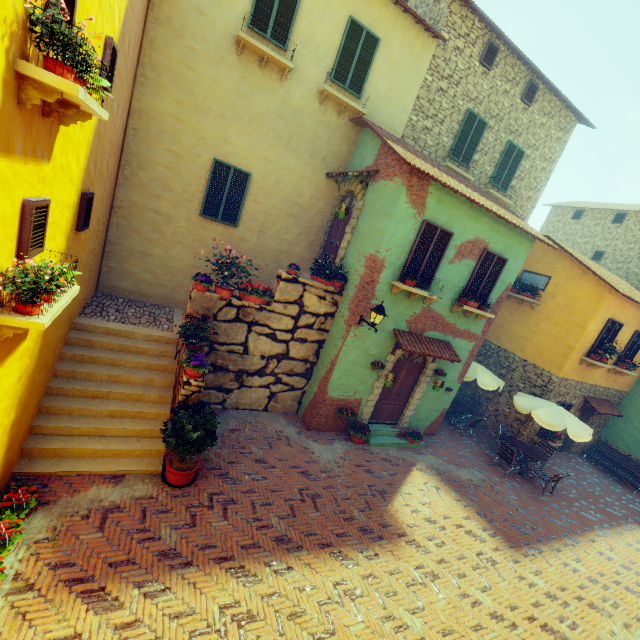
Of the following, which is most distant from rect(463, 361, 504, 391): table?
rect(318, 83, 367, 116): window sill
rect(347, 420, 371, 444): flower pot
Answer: rect(318, 83, 367, 116): window sill

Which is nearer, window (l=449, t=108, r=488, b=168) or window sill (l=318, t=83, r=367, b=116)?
window sill (l=318, t=83, r=367, b=116)

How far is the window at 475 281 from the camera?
9.6m

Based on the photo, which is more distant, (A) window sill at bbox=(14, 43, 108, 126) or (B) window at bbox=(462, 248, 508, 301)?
(B) window at bbox=(462, 248, 508, 301)

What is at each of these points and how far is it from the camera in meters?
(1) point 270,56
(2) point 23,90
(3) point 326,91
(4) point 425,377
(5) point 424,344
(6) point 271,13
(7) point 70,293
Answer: (1) window sill, 8.5
(2) window sill, 3.0
(3) window sill, 9.3
(4) stone doorway, 10.6
(5) door eaves, 9.6
(6) window, 8.4
(7) window sill, 4.6

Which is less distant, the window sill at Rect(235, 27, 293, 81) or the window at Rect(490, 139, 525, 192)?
the window sill at Rect(235, 27, 293, 81)

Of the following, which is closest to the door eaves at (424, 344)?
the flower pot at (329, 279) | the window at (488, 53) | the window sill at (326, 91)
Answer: the flower pot at (329, 279)

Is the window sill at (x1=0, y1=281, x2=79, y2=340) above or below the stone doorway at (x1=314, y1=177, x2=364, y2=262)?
below
